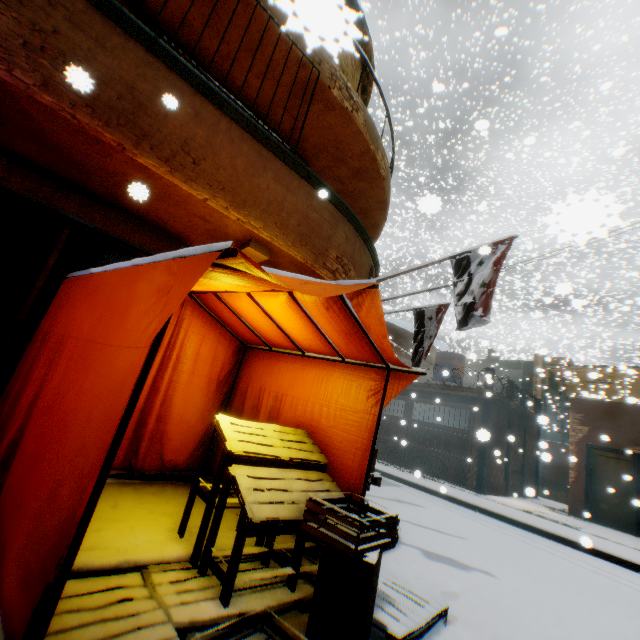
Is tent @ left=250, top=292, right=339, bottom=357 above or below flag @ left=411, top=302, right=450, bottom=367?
below

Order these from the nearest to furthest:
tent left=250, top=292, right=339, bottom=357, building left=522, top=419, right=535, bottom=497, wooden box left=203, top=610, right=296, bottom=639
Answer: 1. wooden box left=203, top=610, right=296, bottom=639
2. tent left=250, top=292, right=339, bottom=357
3. building left=522, top=419, right=535, bottom=497

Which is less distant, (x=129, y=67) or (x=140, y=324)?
(x=140, y=324)

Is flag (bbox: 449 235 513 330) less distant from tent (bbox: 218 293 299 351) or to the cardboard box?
tent (bbox: 218 293 299 351)

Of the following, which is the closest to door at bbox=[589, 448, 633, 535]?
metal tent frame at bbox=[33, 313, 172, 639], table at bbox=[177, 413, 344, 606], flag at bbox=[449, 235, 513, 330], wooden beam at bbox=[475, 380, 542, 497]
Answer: wooden beam at bbox=[475, 380, 542, 497]

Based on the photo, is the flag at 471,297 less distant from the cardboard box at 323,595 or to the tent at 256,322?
the tent at 256,322

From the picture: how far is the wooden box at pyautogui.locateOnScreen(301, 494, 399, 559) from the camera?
2.24m

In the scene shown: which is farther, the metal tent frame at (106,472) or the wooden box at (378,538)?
the wooden box at (378,538)
